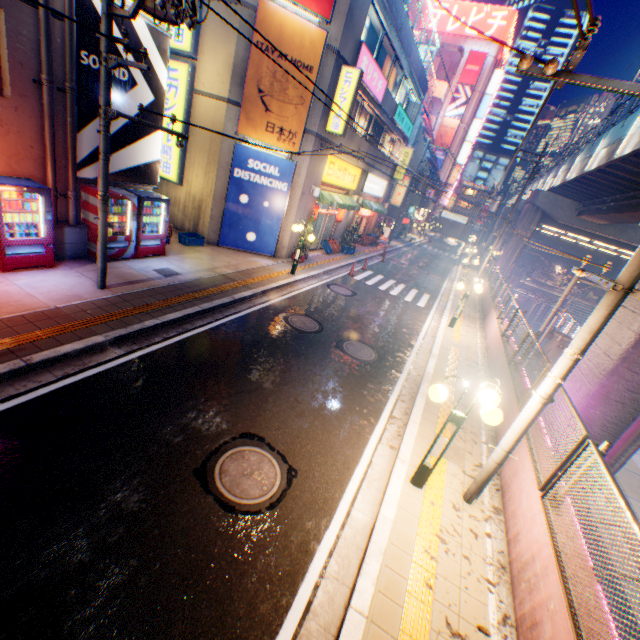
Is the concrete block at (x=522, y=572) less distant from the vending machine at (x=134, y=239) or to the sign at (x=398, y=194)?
the sign at (x=398, y=194)

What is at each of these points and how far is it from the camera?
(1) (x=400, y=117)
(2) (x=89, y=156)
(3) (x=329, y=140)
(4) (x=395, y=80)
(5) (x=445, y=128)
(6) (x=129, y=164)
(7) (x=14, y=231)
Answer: (1) sign, 22.4 meters
(2) billboard, 8.9 meters
(3) building, 15.2 meters
(4) window glass, 20.6 meters
(5) billboard, 52.3 meters
(6) billboard, 10.0 meters
(7) bottle, 7.7 meters

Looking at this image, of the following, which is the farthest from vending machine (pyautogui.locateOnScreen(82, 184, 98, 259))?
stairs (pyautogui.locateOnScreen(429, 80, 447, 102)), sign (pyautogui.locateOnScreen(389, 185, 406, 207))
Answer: stairs (pyautogui.locateOnScreen(429, 80, 447, 102))

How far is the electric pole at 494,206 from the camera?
20.2 meters

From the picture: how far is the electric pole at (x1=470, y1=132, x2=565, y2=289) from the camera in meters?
20.2

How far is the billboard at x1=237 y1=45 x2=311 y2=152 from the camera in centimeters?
1216cm

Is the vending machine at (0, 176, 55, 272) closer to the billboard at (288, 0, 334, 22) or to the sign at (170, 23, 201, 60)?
the sign at (170, 23, 201, 60)

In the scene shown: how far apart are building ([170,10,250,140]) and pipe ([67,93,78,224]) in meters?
5.6 m
